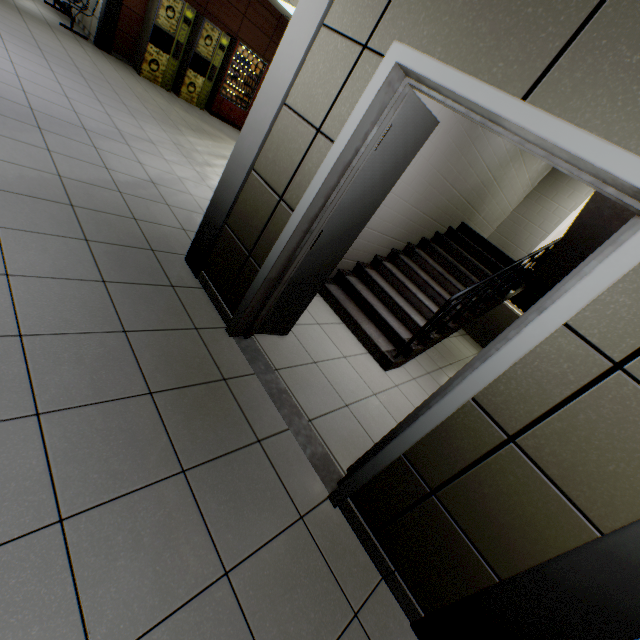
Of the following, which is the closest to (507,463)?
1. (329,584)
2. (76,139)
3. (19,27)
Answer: (329,584)

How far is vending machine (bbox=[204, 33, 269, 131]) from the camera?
8.9 meters

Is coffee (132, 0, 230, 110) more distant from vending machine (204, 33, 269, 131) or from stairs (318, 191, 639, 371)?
stairs (318, 191, 639, 371)

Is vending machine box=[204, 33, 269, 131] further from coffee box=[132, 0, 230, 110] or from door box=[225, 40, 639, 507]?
door box=[225, 40, 639, 507]

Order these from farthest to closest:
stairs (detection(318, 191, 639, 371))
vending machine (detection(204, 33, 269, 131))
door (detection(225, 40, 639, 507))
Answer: vending machine (detection(204, 33, 269, 131)) → stairs (detection(318, 191, 639, 371)) → door (detection(225, 40, 639, 507))

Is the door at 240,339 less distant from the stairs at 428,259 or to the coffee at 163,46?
the stairs at 428,259

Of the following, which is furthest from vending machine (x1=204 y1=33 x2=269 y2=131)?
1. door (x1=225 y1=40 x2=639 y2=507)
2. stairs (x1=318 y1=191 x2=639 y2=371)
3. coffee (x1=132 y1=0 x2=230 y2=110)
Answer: door (x1=225 y1=40 x2=639 y2=507)

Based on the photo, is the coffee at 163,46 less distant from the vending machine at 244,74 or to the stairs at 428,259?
the vending machine at 244,74
